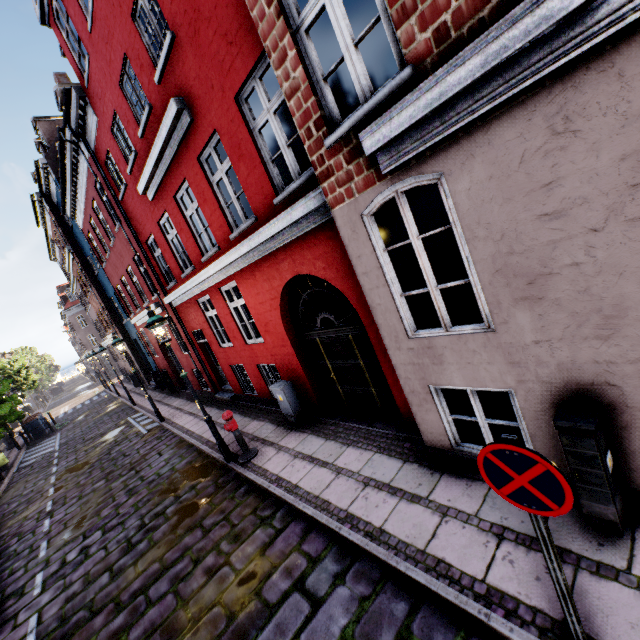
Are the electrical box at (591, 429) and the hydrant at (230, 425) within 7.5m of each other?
yes

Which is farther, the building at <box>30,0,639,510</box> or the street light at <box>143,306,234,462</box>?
the street light at <box>143,306,234,462</box>

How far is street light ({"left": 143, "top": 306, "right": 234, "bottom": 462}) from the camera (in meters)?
6.80

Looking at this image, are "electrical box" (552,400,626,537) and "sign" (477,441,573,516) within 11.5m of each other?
yes

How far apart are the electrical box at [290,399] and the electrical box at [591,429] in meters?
5.6

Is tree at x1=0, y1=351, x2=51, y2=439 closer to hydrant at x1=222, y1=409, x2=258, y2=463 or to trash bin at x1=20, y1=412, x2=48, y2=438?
trash bin at x1=20, y1=412, x2=48, y2=438

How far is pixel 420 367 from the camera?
Answer: 4.4 meters

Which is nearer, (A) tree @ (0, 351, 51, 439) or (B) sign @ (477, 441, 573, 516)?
(B) sign @ (477, 441, 573, 516)
